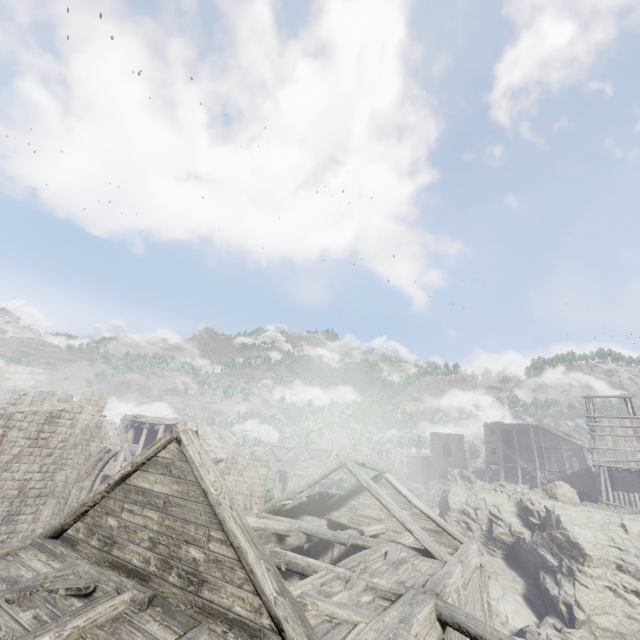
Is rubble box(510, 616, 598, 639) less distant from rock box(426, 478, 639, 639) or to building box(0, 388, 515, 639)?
rock box(426, 478, 639, 639)

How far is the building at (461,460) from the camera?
58.7m

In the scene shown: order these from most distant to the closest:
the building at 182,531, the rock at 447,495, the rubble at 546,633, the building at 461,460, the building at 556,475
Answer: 1. the building at 461,460
2. the building at 556,475
3. the rock at 447,495
4. the rubble at 546,633
5. the building at 182,531

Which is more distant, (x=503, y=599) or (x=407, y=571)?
(x=503, y=599)

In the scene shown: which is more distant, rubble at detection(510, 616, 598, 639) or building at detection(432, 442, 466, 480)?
building at detection(432, 442, 466, 480)

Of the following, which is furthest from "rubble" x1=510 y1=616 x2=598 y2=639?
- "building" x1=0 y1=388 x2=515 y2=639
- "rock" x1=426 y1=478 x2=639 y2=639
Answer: "building" x1=0 y1=388 x2=515 y2=639
